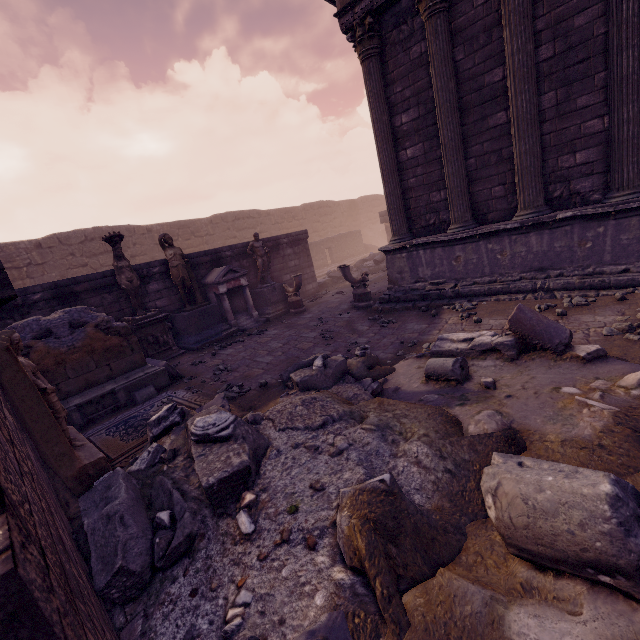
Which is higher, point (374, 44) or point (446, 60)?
point (374, 44)

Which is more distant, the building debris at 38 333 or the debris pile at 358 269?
the debris pile at 358 269

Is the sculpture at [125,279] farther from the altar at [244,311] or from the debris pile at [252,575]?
the debris pile at [252,575]

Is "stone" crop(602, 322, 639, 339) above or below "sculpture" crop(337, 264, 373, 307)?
below

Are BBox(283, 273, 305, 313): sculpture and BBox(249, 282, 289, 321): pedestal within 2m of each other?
yes

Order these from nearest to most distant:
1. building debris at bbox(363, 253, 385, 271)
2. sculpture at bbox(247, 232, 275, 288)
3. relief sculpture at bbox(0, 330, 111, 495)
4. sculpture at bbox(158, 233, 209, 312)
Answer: relief sculpture at bbox(0, 330, 111, 495) < sculpture at bbox(158, 233, 209, 312) < sculpture at bbox(247, 232, 275, 288) < building debris at bbox(363, 253, 385, 271)

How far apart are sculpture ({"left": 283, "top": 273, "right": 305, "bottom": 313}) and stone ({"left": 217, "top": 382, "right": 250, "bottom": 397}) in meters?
5.2 m

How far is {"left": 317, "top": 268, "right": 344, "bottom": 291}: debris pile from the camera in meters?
15.3 m
